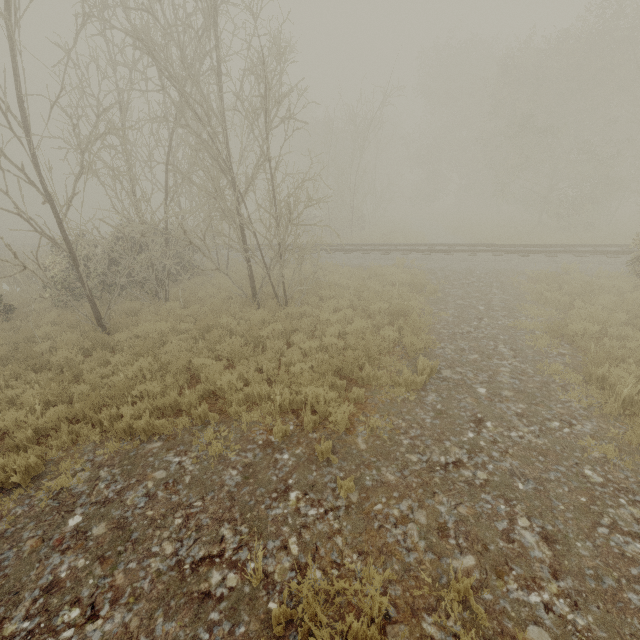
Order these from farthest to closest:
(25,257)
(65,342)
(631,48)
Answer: (25,257) < (631,48) < (65,342)
